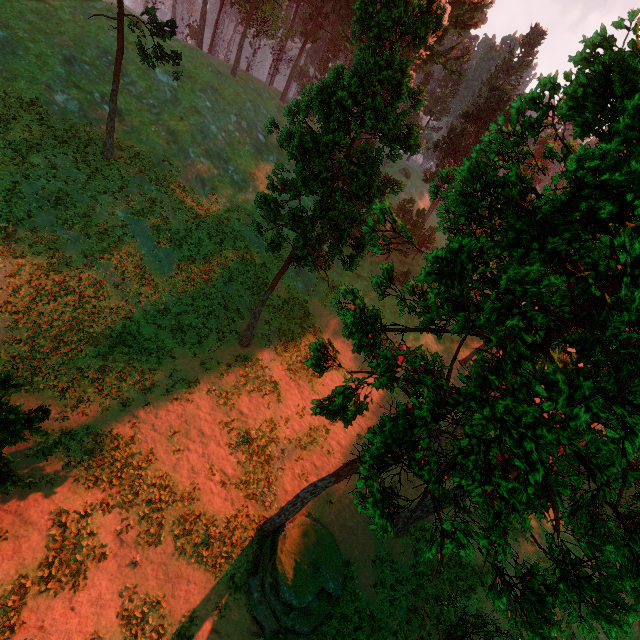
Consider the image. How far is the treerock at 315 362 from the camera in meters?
9.9

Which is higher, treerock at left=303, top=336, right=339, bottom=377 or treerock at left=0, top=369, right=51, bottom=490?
treerock at left=303, top=336, right=339, bottom=377

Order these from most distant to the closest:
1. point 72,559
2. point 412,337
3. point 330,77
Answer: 1. point 412,337
2. point 330,77
3. point 72,559

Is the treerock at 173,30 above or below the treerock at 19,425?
above

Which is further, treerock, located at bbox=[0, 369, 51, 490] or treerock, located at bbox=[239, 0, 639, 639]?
treerock, located at bbox=[0, 369, 51, 490]

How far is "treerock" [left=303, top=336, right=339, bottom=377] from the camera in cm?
993

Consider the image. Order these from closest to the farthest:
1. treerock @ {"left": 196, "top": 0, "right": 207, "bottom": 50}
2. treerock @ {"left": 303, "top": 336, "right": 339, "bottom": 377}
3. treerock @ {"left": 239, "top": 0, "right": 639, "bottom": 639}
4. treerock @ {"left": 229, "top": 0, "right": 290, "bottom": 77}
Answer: treerock @ {"left": 239, "top": 0, "right": 639, "bottom": 639} → treerock @ {"left": 303, "top": 336, "right": 339, "bottom": 377} → treerock @ {"left": 229, "top": 0, "right": 290, "bottom": 77} → treerock @ {"left": 196, "top": 0, "right": 207, "bottom": 50}
